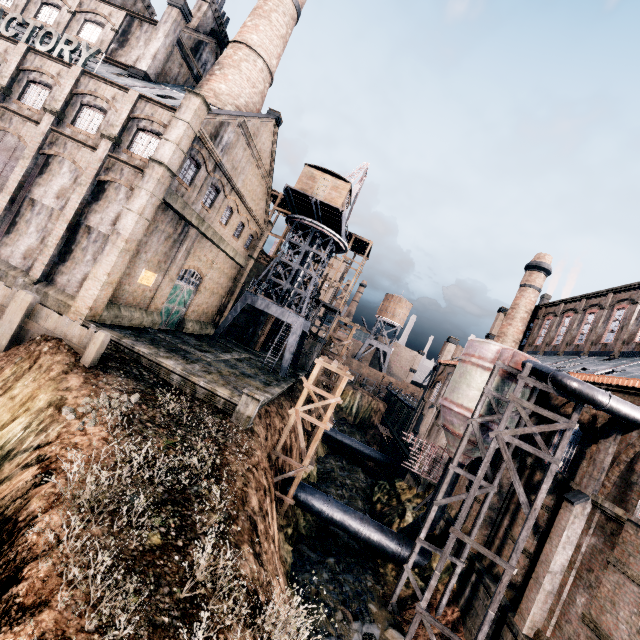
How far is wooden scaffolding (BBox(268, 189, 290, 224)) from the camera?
48.2 meters

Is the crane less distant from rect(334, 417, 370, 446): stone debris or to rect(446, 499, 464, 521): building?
rect(446, 499, 464, 521): building

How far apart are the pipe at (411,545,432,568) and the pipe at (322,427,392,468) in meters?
18.4 m

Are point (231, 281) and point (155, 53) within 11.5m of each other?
no

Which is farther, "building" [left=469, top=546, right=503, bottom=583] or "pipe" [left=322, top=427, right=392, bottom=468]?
"pipe" [left=322, top=427, right=392, bottom=468]

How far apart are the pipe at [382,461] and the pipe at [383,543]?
18.44m
